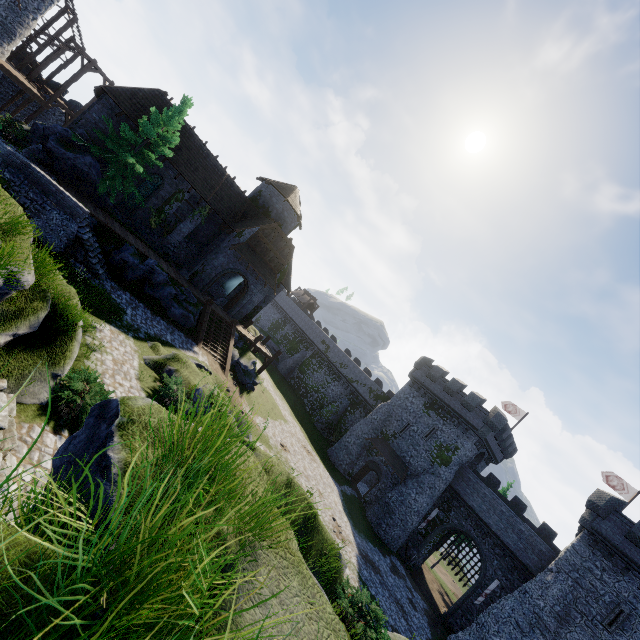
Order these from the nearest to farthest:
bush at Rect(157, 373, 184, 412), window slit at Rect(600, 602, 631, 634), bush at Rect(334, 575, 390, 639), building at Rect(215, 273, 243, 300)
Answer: bush at Rect(334, 575, 390, 639) → bush at Rect(157, 373, 184, 412) → window slit at Rect(600, 602, 631, 634) → building at Rect(215, 273, 243, 300)

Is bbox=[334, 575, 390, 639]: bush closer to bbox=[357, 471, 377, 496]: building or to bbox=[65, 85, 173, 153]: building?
bbox=[357, 471, 377, 496]: building

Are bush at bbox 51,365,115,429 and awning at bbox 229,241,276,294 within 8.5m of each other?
no

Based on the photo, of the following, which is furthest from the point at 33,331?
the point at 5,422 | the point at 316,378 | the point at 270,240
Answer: the point at 316,378

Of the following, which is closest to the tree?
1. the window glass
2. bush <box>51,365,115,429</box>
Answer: the window glass

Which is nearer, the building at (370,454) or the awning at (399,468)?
the awning at (399,468)

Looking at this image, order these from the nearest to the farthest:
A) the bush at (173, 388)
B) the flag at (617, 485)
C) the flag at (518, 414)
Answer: the bush at (173, 388), the flag at (617, 485), the flag at (518, 414)

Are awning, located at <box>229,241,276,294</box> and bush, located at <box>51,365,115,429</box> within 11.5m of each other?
no
